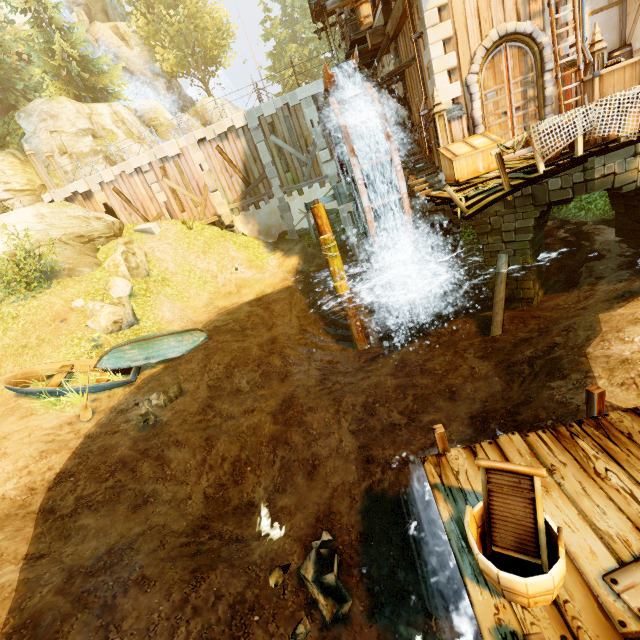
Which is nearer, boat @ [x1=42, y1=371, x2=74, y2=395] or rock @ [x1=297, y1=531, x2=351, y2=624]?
rock @ [x1=297, y1=531, x2=351, y2=624]

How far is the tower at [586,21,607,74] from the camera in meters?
8.8 m

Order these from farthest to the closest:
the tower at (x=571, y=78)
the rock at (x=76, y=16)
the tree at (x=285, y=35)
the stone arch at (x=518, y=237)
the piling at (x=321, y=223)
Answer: the tree at (x=285, y=35), the rock at (x=76, y=16), the piling at (x=321, y=223), the tower at (x=571, y=78), the stone arch at (x=518, y=237)

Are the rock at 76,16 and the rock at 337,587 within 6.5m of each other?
no

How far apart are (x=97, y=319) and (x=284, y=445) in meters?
9.3 m

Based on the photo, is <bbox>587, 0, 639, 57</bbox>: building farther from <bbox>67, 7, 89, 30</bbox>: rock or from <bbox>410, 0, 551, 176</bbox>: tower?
<bbox>67, 7, 89, 30</bbox>: rock

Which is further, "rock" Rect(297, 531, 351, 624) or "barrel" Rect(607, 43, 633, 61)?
"barrel" Rect(607, 43, 633, 61)

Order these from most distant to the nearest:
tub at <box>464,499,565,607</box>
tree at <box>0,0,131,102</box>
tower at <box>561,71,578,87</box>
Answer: tree at <box>0,0,131,102</box> < tower at <box>561,71,578,87</box> < tub at <box>464,499,565,607</box>
